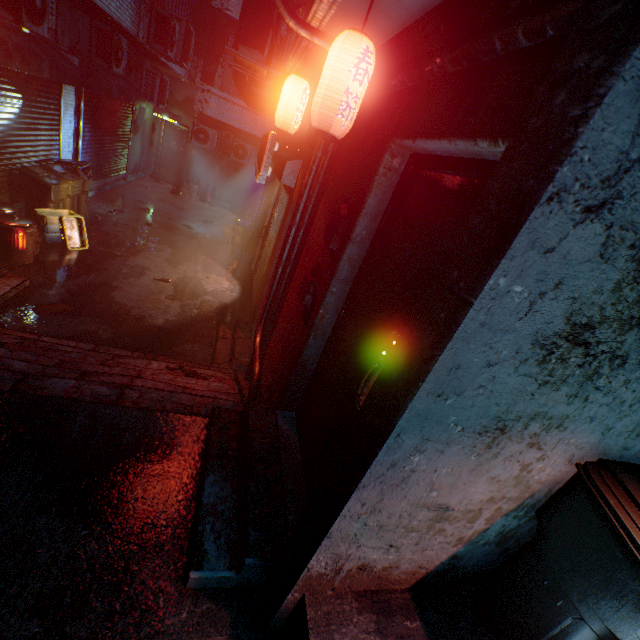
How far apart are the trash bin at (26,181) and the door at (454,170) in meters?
6.2 m

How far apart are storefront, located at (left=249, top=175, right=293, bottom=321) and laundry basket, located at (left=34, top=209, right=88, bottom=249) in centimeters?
312cm

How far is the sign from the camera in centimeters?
423cm

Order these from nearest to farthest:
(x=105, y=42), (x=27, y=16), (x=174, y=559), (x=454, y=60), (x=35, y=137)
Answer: (x=454, y=60) → (x=174, y=559) → (x=27, y=16) → (x=35, y=137) → (x=105, y=42)

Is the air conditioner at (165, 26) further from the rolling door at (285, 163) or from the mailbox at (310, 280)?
the mailbox at (310, 280)

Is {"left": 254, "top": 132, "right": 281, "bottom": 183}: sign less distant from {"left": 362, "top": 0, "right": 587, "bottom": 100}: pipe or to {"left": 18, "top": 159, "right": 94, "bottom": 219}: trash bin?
{"left": 362, "top": 0, "right": 587, "bottom": 100}: pipe

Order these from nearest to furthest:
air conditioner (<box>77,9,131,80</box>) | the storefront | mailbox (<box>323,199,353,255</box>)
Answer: mailbox (<box>323,199,353,255</box>) < the storefront < air conditioner (<box>77,9,131,80</box>)

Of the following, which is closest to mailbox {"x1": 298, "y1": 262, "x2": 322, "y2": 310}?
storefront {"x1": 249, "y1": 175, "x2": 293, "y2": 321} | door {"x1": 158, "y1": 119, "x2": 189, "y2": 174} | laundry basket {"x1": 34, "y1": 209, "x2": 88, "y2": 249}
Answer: storefront {"x1": 249, "y1": 175, "x2": 293, "y2": 321}
